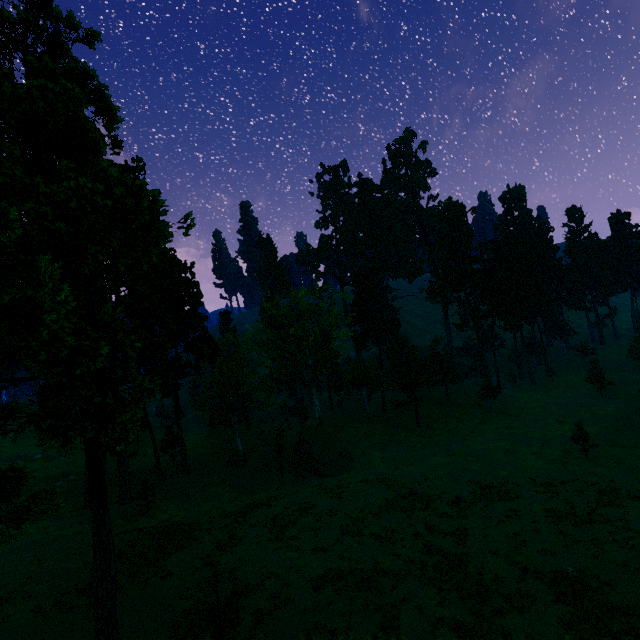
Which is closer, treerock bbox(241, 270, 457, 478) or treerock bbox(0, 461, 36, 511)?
treerock bbox(0, 461, 36, 511)

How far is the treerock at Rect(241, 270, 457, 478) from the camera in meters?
40.3 m

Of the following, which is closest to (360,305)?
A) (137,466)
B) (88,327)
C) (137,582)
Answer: (137,582)

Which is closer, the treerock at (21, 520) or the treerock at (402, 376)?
the treerock at (21, 520)

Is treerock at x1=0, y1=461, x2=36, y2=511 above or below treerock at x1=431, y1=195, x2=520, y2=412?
below

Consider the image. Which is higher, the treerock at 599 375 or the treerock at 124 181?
the treerock at 124 181
